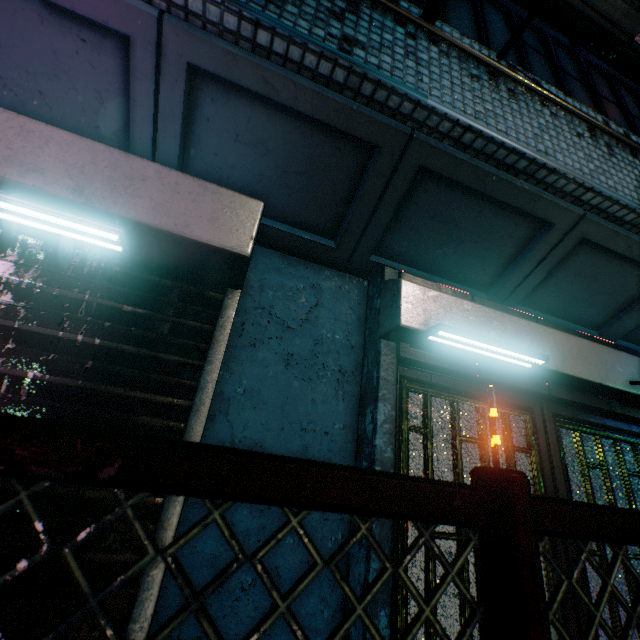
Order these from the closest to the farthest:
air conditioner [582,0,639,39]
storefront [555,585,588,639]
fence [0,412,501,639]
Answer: fence [0,412,501,639], storefront [555,585,588,639], air conditioner [582,0,639,39]

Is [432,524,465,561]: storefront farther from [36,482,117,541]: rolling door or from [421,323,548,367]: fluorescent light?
[36,482,117,541]: rolling door

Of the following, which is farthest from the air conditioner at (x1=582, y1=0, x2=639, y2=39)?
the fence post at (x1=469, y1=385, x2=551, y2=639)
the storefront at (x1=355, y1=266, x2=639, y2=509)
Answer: the fence post at (x1=469, y1=385, x2=551, y2=639)

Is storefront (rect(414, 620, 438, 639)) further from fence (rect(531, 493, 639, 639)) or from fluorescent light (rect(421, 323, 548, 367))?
fence (rect(531, 493, 639, 639))

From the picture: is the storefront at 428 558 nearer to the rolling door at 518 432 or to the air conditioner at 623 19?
the rolling door at 518 432

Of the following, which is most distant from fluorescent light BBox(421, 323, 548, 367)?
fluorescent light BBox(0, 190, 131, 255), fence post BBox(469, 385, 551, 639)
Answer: fluorescent light BBox(0, 190, 131, 255)

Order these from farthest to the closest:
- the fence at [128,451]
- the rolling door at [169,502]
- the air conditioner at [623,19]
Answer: the air conditioner at [623,19], the rolling door at [169,502], the fence at [128,451]

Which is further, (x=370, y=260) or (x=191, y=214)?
(x=370, y=260)
